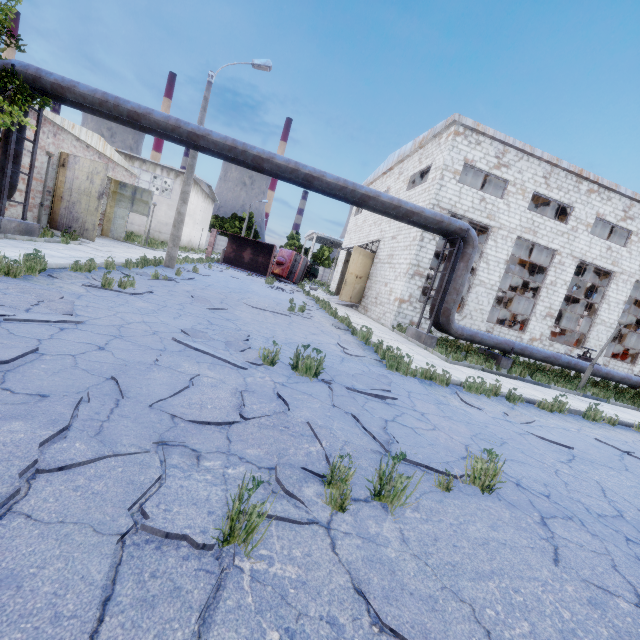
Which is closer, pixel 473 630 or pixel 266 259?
pixel 473 630

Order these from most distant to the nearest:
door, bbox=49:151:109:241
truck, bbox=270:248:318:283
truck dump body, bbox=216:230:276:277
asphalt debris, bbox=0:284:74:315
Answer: truck, bbox=270:248:318:283 < truck dump body, bbox=216:230:276:277 < door, bbox=49:151:109:241 < asphalt debris, bbox=0:284:74:315

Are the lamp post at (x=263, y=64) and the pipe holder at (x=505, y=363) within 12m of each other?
no

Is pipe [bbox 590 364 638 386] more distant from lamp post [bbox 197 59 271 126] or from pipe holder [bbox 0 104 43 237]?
lamp post [bbox 197 59 271 126]

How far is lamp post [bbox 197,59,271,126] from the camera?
14.3 meters

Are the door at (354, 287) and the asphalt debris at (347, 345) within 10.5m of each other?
no

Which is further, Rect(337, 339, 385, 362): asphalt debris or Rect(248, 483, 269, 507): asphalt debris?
Rect(337, 339, 385, 362): asphalt debris

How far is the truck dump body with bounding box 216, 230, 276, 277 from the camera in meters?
30.4 m
